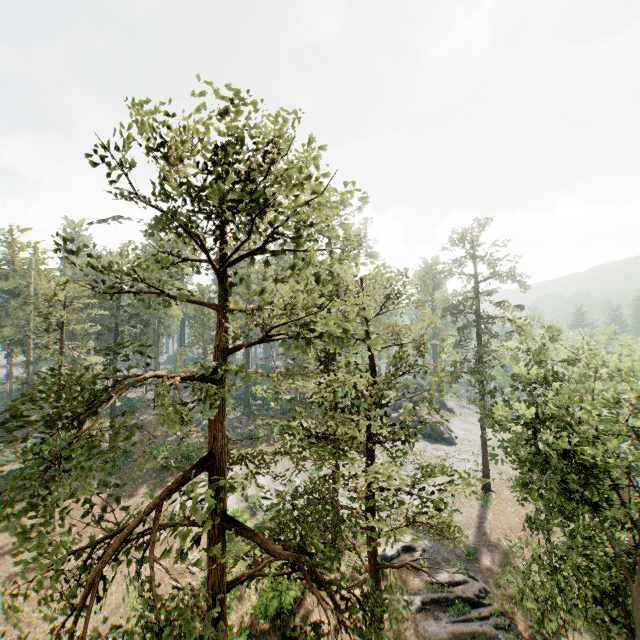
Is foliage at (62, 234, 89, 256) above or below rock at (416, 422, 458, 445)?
above

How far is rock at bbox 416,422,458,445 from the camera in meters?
47.8 m

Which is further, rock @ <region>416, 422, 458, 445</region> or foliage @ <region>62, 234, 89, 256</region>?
rock @ <region>416, 422, 458, 445</region>

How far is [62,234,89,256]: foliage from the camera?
7.09m

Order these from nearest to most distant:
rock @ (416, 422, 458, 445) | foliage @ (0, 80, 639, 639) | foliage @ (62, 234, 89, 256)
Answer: foliage @ (0, 80, 639, 639) → foliage @ (62, 234, 89, 256) → rock @ (416, 422, 458, 445)

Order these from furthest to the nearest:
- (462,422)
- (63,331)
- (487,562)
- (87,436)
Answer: (462,422) → (87,436) → (63,331) → (487,562)

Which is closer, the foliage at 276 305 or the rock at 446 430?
the foliage at 276 305

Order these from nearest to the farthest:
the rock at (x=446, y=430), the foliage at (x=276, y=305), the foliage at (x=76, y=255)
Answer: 1. the foliage at (x=276, y=305)
2. the foliage at (x=76, y=255)
3. the rock at (x=446, y=430)
